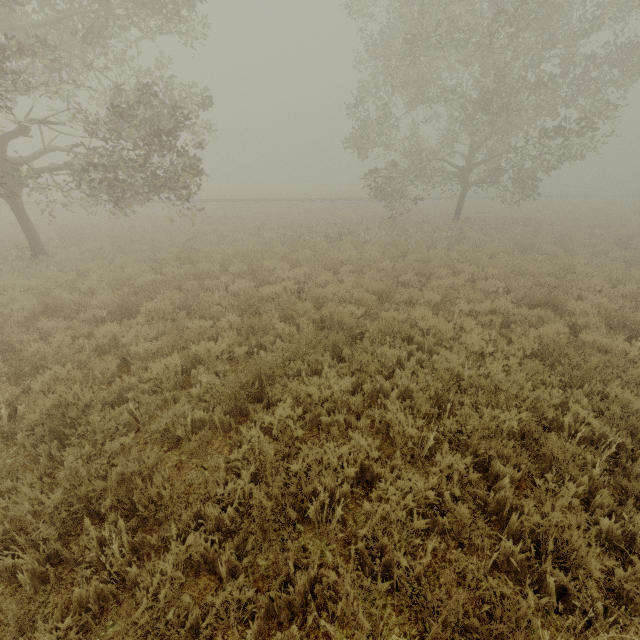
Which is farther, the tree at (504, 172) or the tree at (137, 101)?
the tree at (504, 172)

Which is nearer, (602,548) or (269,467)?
(602,548)

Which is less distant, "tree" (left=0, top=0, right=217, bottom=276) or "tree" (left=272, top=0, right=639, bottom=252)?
"tree" (left=0, top=0, right=217, bottom=276)
